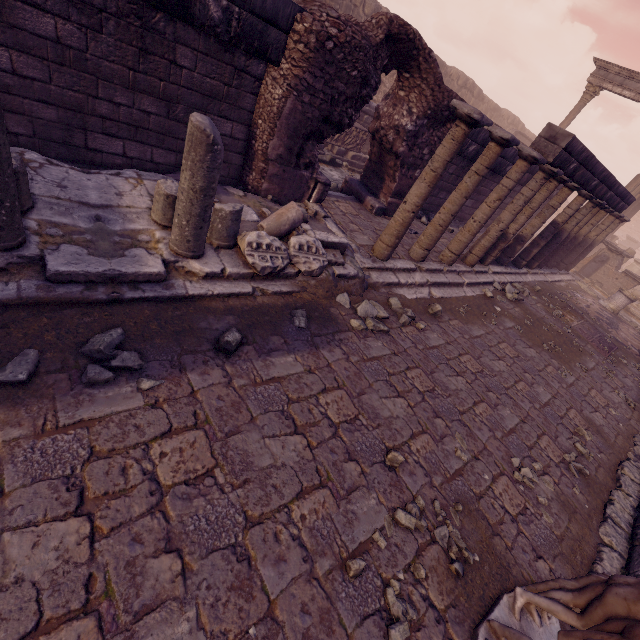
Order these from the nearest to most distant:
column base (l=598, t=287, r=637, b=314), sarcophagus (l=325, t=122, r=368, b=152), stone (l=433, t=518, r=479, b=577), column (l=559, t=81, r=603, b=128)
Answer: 1. stone (l=433, t=518, r=479, b=577)
2. sarcophagus (l=325, t=122, r=368, b=152)
3. column base (l=598, t=287, r=637, b=314)
4. column (l=559, t=81, r=603, b=128)

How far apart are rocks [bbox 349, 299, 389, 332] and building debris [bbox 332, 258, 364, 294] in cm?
3

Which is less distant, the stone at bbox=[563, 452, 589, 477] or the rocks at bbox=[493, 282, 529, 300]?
the stone at bbox=[563, 452, 589, 477]

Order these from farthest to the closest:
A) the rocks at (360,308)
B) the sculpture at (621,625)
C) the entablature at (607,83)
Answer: the entablature at (607,83)
the rocks at (360,308)
the sculpture at (621,625)

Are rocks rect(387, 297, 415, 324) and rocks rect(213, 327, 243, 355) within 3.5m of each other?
yes

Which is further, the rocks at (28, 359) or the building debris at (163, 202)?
the building debris at (163, 202)

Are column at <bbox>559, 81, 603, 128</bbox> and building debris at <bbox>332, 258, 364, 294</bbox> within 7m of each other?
no

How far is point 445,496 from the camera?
3.0m
